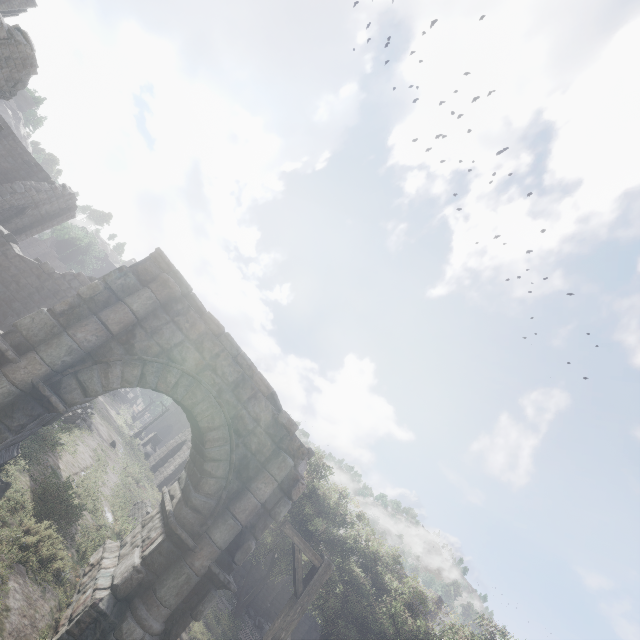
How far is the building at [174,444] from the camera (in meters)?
26.05

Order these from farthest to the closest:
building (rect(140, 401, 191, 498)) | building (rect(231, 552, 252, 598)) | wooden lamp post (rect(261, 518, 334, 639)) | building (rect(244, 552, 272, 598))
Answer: building (rect(140, 401, 191, 498)) < building (rect(244, 552, 272, 598)) < building (rect(231, 552, 252, 598)) < wooden lamp post (rect(261, 518, 334, 639))

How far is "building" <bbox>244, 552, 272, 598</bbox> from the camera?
24.0 meters

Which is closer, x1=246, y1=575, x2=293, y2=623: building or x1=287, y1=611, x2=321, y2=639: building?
x1=246, y1=575, x2=293, y2=623: building

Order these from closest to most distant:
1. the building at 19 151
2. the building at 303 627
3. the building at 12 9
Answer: the building at 19 151 < the building at 303 627 < the building at 12 9

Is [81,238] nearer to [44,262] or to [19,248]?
[19,248]
